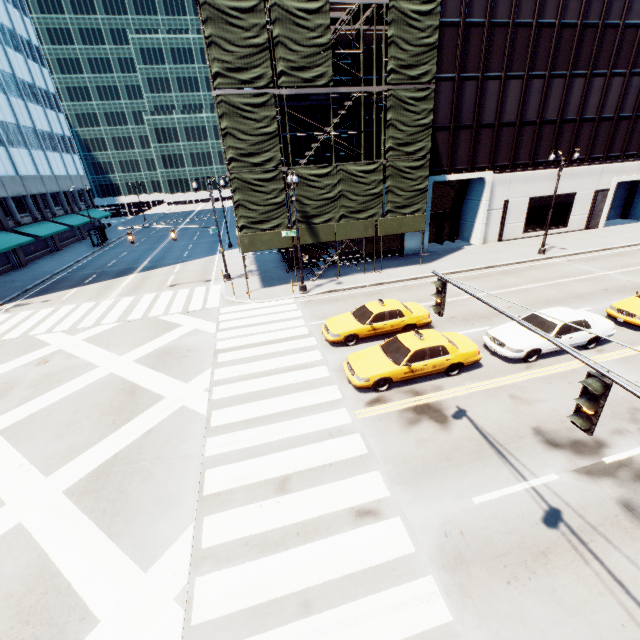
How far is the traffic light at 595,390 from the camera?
4.0m

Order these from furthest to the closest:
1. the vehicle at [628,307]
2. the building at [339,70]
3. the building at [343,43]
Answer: the building at [339,70] → the building at [343,43] → the vehicle at [628,307]

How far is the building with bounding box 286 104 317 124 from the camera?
21.97m

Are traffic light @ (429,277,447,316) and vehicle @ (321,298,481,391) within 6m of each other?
yes

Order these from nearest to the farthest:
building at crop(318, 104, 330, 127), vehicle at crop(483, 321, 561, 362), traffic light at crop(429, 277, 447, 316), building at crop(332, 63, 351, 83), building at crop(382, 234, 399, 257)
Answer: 1. traffic light at crop(429, 277, 447, 316)
2. vehicle at crop(483, 321, 561, 362)
3. building at crop(332, 63, 351, 83)
4. building at crop(318, 104, 330, 127)
5. building at crop(382, 234, 399, 257)

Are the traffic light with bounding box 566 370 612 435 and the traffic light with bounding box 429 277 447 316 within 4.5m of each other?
yes

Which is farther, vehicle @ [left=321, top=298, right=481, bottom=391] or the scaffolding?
the scaffolding

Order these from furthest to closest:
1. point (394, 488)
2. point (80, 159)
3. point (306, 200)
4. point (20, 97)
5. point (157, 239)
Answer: point (80, 159) → point (157, 239) → point (20, 97) → point (306, 200) → point (394, 488)
